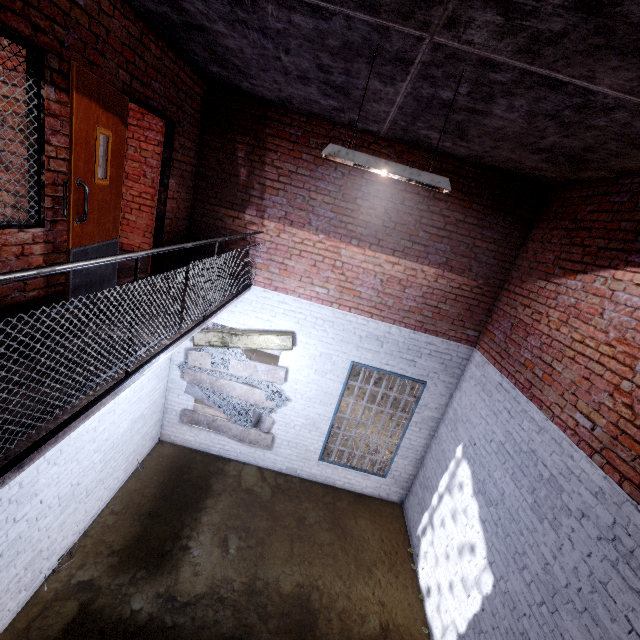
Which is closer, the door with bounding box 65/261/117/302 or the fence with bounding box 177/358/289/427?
the door with bounding box 65/261/117/302

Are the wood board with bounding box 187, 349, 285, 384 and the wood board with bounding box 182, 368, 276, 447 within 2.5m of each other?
A: yes

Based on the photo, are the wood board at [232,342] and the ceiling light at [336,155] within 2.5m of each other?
no

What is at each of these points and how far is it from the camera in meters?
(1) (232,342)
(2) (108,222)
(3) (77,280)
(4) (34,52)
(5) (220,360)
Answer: (1) wood board, 6.3 m
(2) door, 3.6 m
(3) door, 3.3 m
(4) window, 2.5 m
(5) fence, 6.4 m

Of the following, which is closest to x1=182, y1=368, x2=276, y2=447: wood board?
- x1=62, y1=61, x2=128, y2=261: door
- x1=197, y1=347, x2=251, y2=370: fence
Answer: x1=197, y1=347, x2=251, y2=370: fence

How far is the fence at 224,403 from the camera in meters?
6.5

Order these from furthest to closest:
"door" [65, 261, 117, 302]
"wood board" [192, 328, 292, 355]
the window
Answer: "wood board" [192, 328, 292, 355] → "door" [65, 261, 117, 302] → the window
